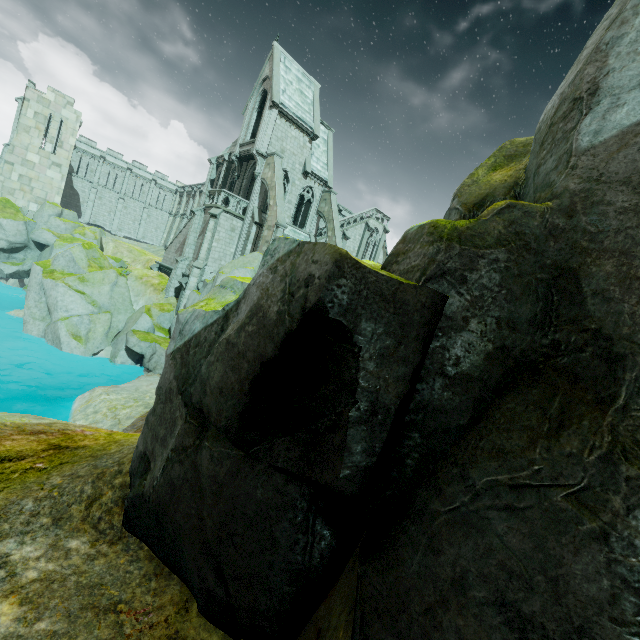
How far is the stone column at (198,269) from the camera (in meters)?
26.23

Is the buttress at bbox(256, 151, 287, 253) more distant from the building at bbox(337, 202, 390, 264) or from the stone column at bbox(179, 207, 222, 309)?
the stone column at bbox(179, 207, 222, 309)

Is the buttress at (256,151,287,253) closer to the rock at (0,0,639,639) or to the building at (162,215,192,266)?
the building at (162,215,192,266)

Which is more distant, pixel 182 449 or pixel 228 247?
pixel 228 247

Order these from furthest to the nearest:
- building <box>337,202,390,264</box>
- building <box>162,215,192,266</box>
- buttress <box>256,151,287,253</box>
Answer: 1. building <box>337,202,390,264</box>
2. building <box>162,215,192,266</box>
3. buttress <box>256,151,287,253</box>

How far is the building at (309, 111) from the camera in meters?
27.3

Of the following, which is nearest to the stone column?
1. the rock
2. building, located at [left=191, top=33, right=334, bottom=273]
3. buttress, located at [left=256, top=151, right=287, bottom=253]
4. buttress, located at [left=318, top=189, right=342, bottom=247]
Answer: building, located at [left=191, top=33, right=334, bottom=273]
